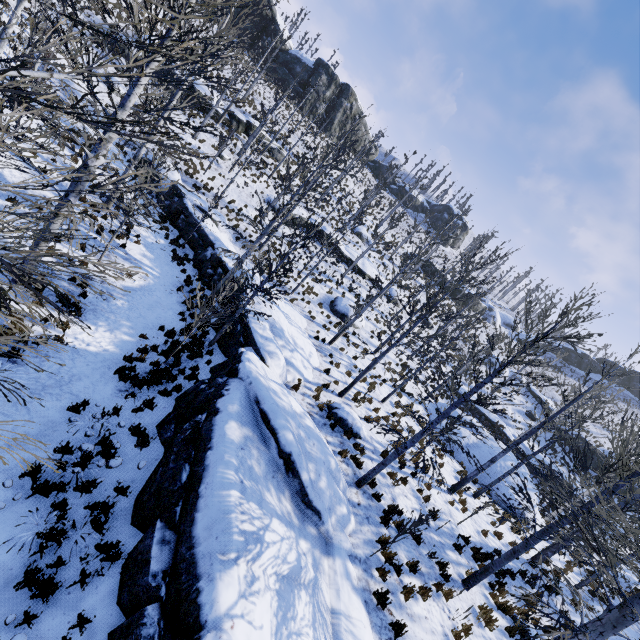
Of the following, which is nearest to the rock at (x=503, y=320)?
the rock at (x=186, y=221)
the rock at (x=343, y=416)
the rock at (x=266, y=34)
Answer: the rock at (x=266, y=34)

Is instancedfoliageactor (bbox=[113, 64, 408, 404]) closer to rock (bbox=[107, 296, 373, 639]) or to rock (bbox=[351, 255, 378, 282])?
rock (bbox=[107, 296, 373, 639])

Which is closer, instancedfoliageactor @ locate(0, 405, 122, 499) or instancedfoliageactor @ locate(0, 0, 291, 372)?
instancedfoliageactor @ locate(0, 0, 291, 372)

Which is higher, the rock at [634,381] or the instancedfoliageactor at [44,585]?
the rock at [634,381]

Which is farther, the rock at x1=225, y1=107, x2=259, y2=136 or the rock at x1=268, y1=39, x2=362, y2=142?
the rock at x1=268, y1=39, x2=362, y2=142

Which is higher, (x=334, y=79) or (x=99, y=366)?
(x=334, y=79)

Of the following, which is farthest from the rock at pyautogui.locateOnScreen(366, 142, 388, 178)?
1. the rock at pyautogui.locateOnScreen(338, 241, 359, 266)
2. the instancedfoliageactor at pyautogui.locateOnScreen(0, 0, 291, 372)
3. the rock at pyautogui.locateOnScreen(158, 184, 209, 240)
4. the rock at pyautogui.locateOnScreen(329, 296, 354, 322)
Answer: the rock at pyautogui.locateOnScreen(329, 296, 354, 322)

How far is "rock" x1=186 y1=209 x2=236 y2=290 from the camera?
17.16m
